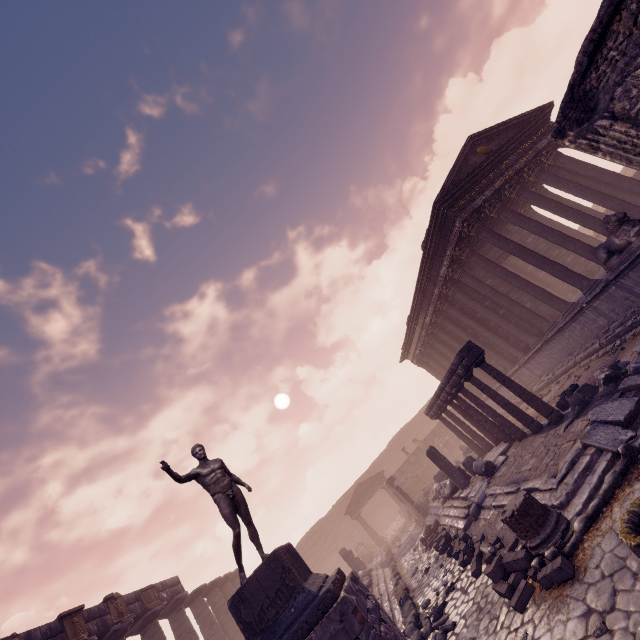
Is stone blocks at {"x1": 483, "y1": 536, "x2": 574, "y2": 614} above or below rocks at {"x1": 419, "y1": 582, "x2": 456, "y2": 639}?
above

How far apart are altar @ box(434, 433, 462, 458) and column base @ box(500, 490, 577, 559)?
21.8m

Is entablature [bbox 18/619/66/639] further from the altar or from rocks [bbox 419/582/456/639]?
the altar

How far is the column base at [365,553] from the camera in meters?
23.6

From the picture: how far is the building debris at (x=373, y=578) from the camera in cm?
963

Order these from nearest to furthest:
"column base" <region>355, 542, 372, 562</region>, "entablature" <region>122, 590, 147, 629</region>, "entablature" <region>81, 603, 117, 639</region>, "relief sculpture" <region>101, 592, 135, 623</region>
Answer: "entablature" <region>81, 603, 117, 639</region>
"relief sculpture" <region>101, 592, 135, 623</region>
"entablature" <region>122, 590, 147, 629</region>
"column base" <region>355, 542, 372, 562</region>

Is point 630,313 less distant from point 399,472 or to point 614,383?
point 614,383

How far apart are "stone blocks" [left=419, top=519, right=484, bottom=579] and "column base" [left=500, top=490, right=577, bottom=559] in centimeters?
343cm
